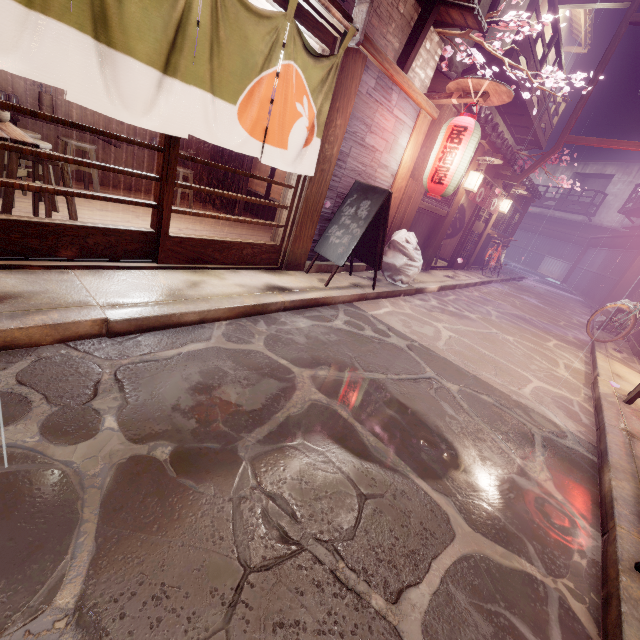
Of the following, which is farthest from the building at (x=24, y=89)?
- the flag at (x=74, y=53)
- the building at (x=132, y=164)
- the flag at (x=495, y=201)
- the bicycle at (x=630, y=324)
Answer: the bicycle at (x=630, y=324)

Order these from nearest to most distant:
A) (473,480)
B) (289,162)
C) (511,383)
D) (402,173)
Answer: (473,480) → (289,162) → (511,383) → (402,173)

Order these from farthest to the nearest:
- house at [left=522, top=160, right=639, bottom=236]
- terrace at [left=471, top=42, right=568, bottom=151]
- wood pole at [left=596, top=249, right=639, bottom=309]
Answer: house at [left=522, top=160, right=639, bottom=236]
wood pole at [left=596, top=249, right=639, bottom=309]
terrace at [left=471, top=42, right=568, bottom=151]

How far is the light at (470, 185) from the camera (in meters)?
14.16

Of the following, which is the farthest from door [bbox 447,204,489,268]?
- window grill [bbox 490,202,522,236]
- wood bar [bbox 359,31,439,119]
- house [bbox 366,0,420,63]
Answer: house [bbox 366,0,420,63]

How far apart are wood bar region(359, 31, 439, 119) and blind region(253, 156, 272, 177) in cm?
398

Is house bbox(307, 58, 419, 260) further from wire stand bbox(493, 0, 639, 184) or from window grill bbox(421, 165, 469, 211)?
wire stand bbox(493, 0, 639, 184)

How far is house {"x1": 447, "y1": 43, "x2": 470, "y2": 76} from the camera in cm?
1266
